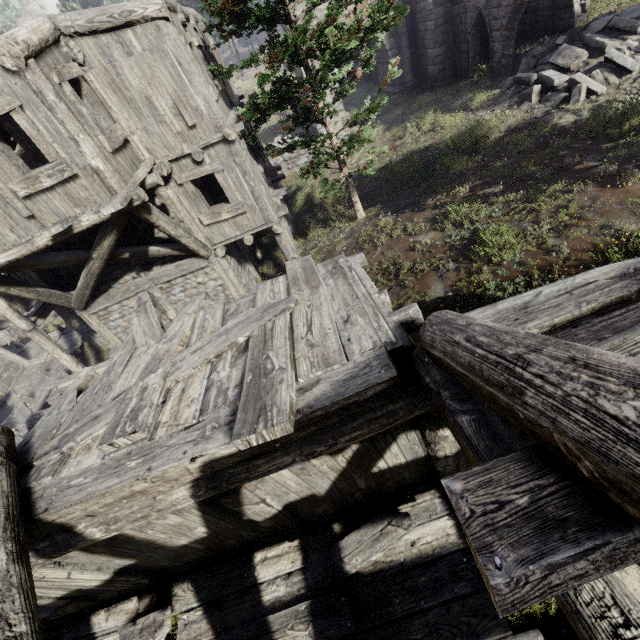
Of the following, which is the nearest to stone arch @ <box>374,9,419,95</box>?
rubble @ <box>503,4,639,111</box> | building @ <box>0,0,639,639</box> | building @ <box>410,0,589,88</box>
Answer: building @ <box>410,0,589,88</box>

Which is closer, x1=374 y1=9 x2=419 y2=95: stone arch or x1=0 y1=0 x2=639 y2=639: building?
x1=0 y1=0 x2=639 y2=639: building

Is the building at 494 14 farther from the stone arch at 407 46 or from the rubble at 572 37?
the rubble at 572 37

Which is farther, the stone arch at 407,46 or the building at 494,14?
the stone arch at 407,46

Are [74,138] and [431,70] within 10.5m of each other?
no

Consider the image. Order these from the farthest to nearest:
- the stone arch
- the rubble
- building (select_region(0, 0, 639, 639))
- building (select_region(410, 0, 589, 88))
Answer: the stone arch
building (select_region(410, 0, 589, 88))
the rubble
building (select_region(0, 0, 639, 639))

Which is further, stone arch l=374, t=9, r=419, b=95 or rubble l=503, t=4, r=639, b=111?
stone arch l=374, t=9, r=419, b=95
